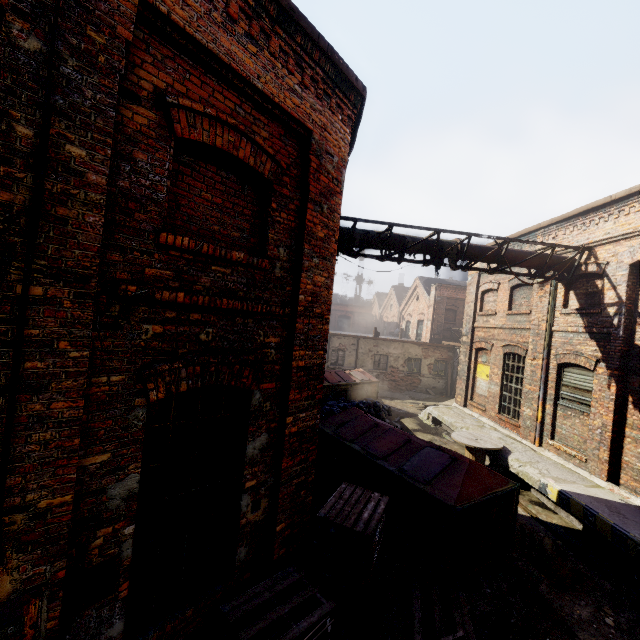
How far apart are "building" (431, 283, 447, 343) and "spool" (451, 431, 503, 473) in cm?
1442

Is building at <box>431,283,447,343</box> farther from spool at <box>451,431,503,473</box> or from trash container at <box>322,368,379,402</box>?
spool at <box>451,431,503,473</box>

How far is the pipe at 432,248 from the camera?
9.23m

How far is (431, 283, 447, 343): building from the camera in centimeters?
2519cm

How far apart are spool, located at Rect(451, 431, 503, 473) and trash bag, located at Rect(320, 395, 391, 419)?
3.9 meters

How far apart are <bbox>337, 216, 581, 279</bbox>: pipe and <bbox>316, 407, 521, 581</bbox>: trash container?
4.4 meters

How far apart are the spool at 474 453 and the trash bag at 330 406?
3.9 meters

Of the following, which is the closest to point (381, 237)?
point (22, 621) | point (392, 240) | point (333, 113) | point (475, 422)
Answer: point (392, 240)
